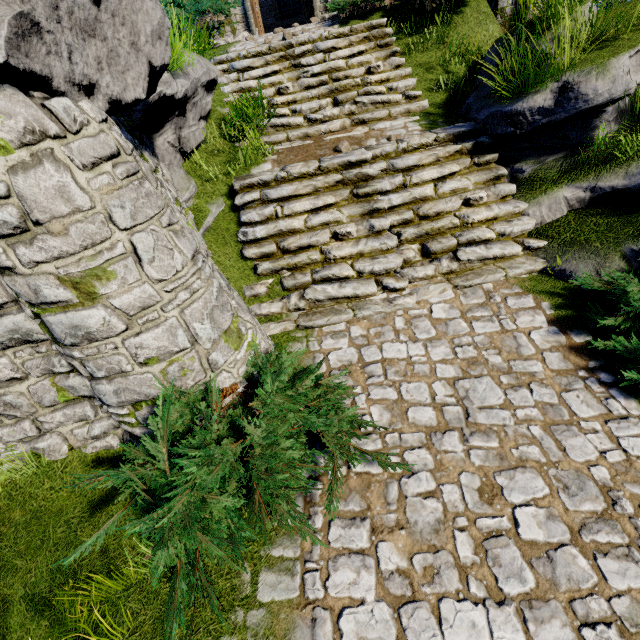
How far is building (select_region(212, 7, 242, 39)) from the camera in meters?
10.1 m

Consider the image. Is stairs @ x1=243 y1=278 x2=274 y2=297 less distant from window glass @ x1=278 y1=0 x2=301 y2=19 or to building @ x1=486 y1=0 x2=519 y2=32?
building @ x1=486 y1=0 x2=519 y2=32

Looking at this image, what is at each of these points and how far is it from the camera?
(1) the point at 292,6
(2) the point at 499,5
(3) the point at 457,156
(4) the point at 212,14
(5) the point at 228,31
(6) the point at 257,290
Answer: (1) window glass, 14.40m
(2) building, 8.02m
(3) stairs, 6.01m
(4) bush, 8.59m
(5) building, 10.34m
(6) stairs, 5.21m

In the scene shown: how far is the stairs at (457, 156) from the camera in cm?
506

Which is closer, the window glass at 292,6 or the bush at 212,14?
the bush at 212,14

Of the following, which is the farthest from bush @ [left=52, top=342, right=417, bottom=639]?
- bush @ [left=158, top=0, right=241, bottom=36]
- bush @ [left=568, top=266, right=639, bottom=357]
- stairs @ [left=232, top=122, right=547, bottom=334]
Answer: bush @ [left=158, top=0, right=241, bottom=36]

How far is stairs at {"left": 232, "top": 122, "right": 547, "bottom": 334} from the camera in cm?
506

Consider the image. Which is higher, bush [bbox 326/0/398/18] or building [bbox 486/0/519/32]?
bush [bbox 326/0/398/18]
